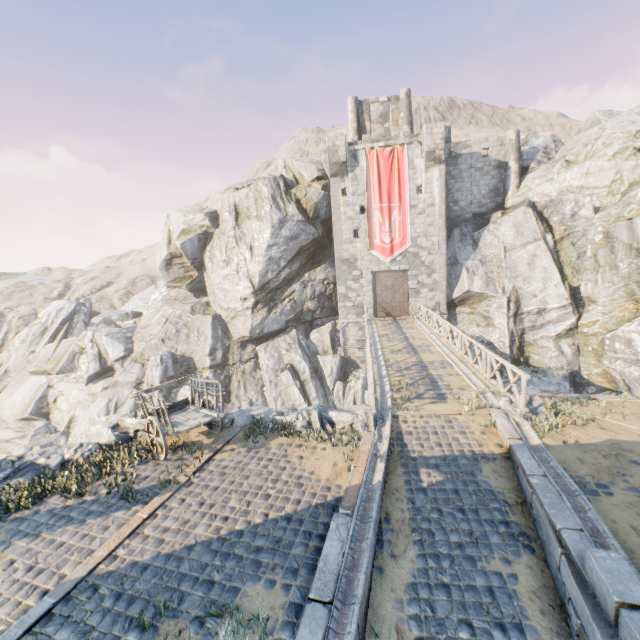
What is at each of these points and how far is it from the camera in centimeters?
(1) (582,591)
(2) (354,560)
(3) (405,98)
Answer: (1) stone blocks, 449cm
(2) stone gutter, 521cm
(3) chimney, 2877cm

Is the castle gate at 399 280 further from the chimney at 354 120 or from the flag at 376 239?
the chimney at 354 120

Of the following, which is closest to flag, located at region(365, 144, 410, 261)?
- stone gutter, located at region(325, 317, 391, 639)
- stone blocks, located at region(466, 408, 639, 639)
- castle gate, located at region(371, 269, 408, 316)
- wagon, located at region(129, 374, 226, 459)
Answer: castle gate, located at region(371, 269, 408, 316)

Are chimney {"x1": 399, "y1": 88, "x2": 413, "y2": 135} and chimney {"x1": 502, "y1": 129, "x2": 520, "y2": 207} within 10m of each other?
yes

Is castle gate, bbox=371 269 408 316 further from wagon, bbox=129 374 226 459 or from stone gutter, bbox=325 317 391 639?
wagon, bbox=129 374 226 459

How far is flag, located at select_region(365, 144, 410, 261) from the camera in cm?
2525

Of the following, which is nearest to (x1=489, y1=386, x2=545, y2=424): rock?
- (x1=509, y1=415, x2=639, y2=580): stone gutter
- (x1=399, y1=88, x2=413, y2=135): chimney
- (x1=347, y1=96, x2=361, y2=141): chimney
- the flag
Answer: (x1=509, y1=415, x2=639, y2=580): stone gutter

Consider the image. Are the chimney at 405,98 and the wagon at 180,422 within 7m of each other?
no
